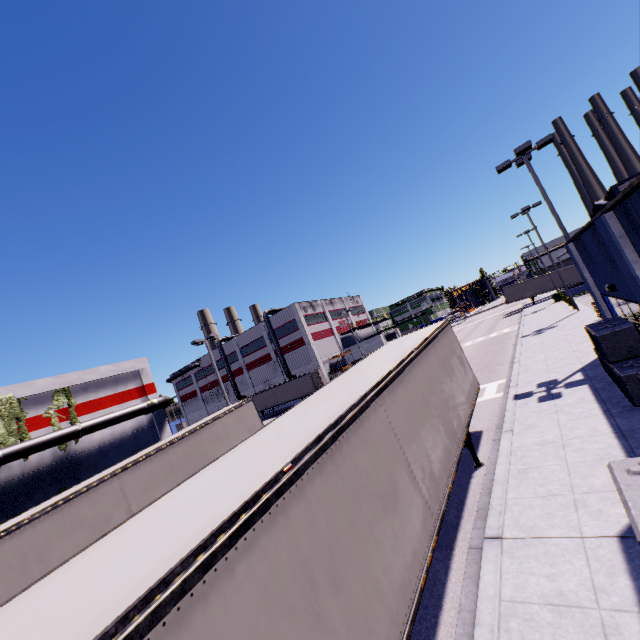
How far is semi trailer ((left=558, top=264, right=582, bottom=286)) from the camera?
46.1 meters

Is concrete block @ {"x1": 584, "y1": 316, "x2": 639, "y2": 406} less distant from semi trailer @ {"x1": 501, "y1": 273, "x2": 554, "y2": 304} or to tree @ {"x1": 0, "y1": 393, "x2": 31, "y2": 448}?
semi trailer @ {"x1": 501, "y1": 273, "x2": 554, "y2": 304}

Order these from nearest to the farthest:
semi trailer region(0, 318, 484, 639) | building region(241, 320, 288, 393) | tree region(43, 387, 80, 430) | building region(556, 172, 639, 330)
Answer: semi trailer region(0, 318, 484, 639) → building region(556, 172, 639, 330) → tree region(43, 387, 80, 430) → building region(241, 320, 288, 393)

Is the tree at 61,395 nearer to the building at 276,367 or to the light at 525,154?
the building at 276,367

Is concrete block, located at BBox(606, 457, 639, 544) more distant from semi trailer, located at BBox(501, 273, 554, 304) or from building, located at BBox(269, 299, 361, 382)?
semi trailer, located at BBox(501, 273, 554, 304)

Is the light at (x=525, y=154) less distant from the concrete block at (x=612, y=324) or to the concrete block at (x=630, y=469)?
the concrete block at (x=612, y=324)

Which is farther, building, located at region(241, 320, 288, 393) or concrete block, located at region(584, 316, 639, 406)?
building, located at region(241, 320, 288, 393)

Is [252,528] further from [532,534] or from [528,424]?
[528,424]
